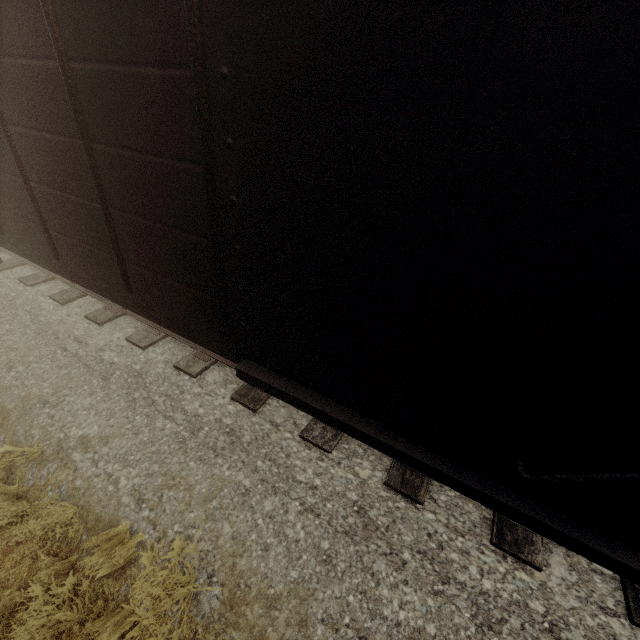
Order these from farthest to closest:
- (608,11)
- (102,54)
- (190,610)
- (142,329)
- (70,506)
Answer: (142,329) < (70,506) < (190,610) < (102,54) < (608,11)
